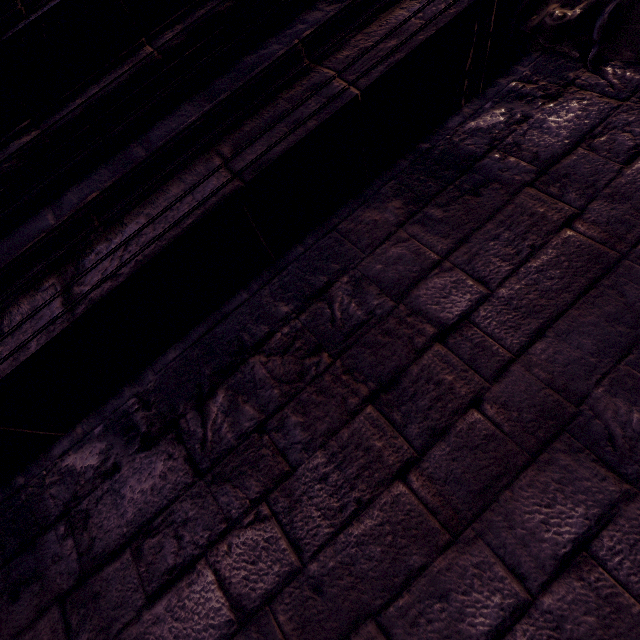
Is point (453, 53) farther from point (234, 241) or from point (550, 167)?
point (234, 241)

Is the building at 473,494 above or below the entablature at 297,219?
below

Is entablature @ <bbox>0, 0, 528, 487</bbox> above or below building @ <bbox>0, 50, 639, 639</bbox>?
above

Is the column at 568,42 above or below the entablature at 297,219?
below

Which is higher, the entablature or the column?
the entablature
